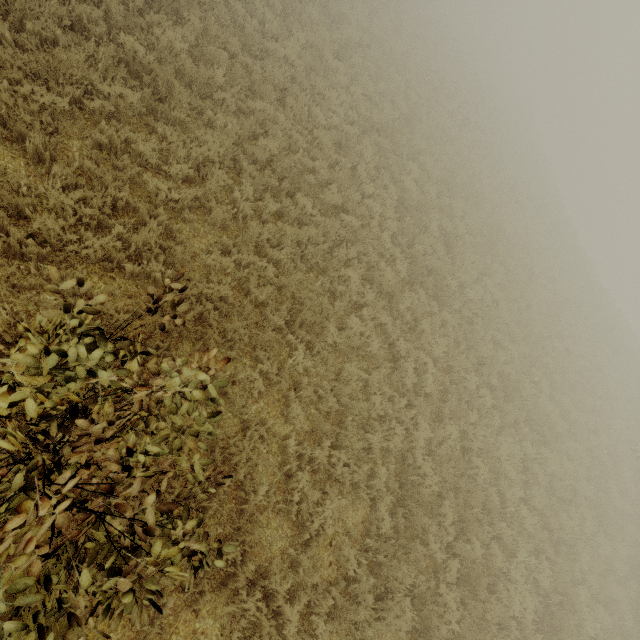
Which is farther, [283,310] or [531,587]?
[531,587]
